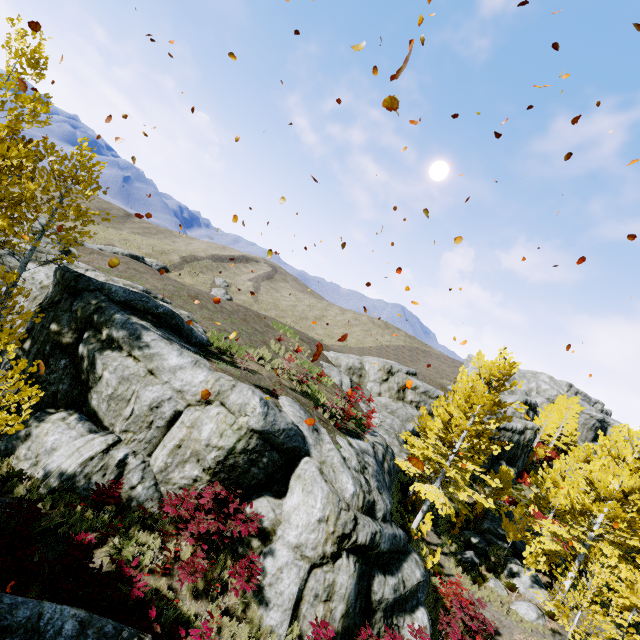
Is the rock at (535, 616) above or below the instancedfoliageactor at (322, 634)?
above

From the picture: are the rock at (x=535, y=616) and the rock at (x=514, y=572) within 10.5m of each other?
yes

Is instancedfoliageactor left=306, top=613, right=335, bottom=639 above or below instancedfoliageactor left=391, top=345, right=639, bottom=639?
below

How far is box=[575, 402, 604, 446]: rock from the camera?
58.4 meters

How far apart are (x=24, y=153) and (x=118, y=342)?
6.99m

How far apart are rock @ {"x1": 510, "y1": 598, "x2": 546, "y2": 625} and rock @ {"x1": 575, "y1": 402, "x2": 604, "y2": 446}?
55.9m

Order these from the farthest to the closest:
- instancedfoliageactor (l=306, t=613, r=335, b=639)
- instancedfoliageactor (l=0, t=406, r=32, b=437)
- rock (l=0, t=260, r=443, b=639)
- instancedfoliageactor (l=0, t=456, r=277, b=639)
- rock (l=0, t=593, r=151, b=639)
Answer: rock (l=0, t=260, r=443, b=639)
instancedfoliageactor (l=306, t=613, r=335, b=639)
instancedfoliageactor (l=0, t=406, r=32, b=437)
instancedfoliageactor (l=0, t=456, r=277, b=639)
rock (l=0, t=593, r=151, b=639)

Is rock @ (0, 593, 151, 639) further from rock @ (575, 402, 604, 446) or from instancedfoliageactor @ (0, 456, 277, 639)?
rock @ (575, 402, 604, 446)
